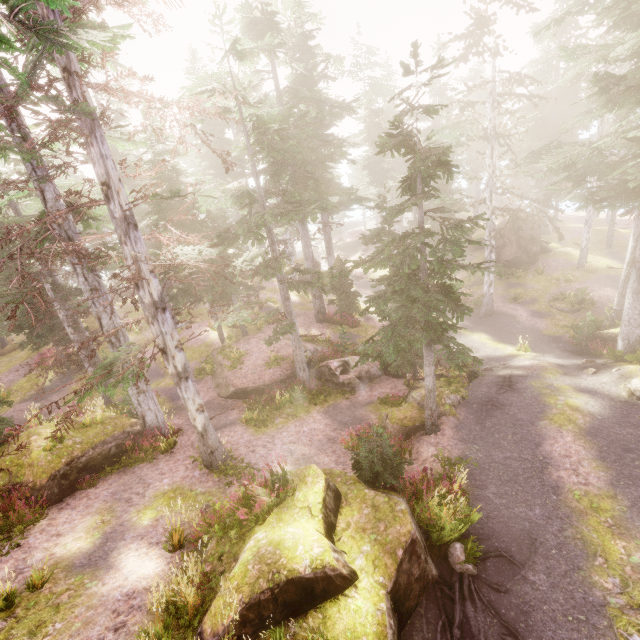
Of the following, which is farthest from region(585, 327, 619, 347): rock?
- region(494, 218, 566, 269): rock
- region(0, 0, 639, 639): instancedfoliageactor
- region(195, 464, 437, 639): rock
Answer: region(494, 218, 566, 269): rock

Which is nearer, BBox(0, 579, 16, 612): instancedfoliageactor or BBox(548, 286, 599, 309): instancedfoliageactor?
BBox(0, 579, 16, 612): instancedfoliageactor

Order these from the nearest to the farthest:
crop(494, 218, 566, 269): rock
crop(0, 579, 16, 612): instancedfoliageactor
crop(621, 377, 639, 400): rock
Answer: crop(0, 579, 16, 612): instancedfoliageactor → crop(621, 377, 639, 400): rock → crop(494, 218, 566, 269): rock

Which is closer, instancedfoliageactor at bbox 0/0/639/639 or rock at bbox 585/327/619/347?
instancedfoliageactor at bbox 0/0/639/639

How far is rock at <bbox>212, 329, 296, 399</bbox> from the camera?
17.8m

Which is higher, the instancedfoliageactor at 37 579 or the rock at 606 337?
the instancedfoliageactor at 37 579

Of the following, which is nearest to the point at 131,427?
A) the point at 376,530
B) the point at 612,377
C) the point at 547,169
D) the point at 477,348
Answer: the point at 376,530

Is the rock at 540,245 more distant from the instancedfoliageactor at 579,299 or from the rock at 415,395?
the rock at 415,395
